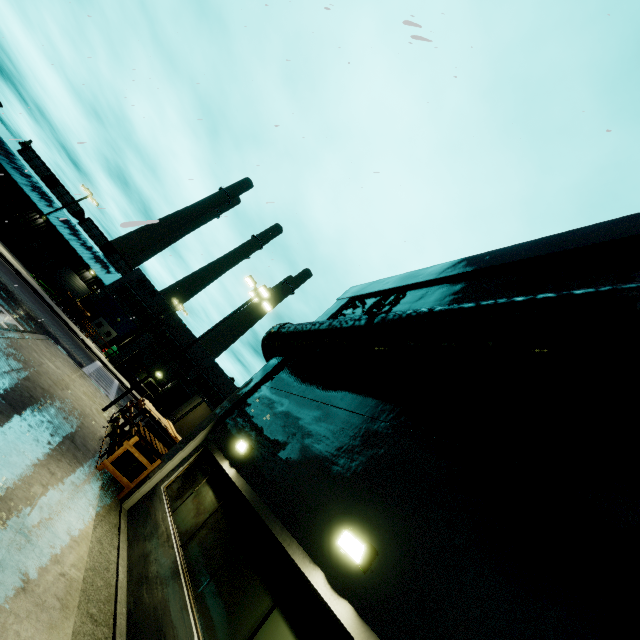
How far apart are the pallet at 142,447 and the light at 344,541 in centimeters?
917cm

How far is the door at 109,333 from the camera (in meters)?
41.88

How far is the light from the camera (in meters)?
3.74

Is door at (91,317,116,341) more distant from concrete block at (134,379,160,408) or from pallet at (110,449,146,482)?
pallet at (110,449,146,482)

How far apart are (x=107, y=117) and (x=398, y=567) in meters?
17.3

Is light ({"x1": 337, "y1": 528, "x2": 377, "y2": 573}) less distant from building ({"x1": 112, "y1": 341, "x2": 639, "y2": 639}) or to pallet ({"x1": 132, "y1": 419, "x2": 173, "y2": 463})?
building ({"x1": 112, "y1": 341, "x2": 639, "y2": 639})

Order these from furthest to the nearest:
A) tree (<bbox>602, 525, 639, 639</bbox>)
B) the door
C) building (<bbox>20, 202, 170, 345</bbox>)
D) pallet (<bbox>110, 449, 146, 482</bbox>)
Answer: building (<bbox>20, 202, 170, 345</bbox>)
the door
pallet (<bbox>110, 449, 146, 482</bbox>)
tree (<bbox>602, 525, 639, 639</bbox>)

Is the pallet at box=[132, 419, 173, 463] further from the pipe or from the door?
the door
